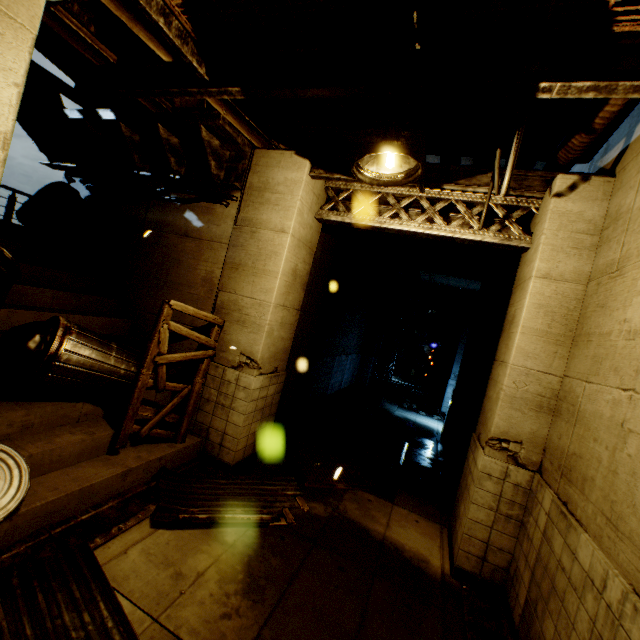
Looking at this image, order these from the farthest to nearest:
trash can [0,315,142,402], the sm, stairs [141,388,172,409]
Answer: stairs [141,388,172,409] < trash can [0,315,142,402] < the sm

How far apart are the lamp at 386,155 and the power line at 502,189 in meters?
0.7

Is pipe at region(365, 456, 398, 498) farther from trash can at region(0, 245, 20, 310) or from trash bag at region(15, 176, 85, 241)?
trash bag at region(15, 176, 85, 241)

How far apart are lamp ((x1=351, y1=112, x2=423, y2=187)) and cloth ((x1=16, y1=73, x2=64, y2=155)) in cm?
693

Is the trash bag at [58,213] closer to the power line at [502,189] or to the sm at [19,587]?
the sm at [19,587]

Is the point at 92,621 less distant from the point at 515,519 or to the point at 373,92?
the point at 515,519

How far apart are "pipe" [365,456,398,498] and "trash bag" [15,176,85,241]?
8.6 meters

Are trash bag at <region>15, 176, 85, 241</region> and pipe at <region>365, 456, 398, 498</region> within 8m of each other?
no
